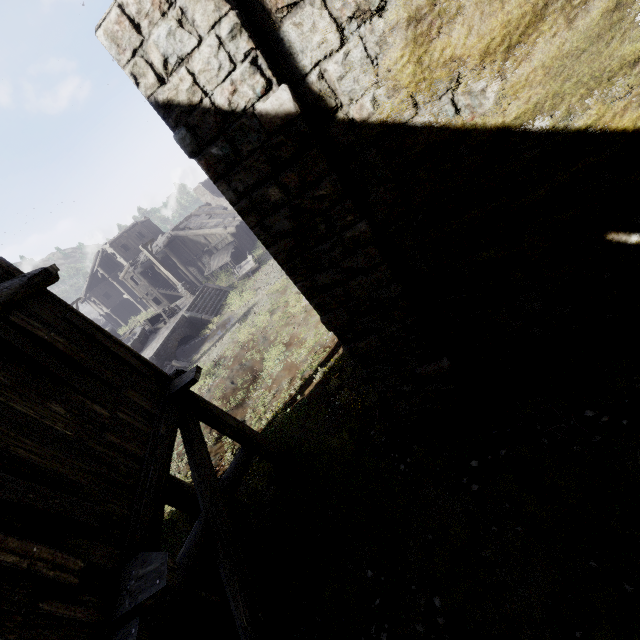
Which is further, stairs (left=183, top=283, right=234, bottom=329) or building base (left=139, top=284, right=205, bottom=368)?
stairs (left=183, top=283, right=234, bottom=329)

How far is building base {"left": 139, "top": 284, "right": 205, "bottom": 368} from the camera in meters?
18.7

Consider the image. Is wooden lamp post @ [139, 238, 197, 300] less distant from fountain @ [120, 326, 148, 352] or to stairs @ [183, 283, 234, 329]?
stairs @ [183, 283, 234, 329]

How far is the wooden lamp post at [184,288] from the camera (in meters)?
22.09

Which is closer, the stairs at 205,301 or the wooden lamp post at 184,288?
the stairs at 205,301

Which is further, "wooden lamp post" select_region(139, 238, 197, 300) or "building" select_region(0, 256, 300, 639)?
"wooden lamp post" select_region(139, 238, 197, 300)

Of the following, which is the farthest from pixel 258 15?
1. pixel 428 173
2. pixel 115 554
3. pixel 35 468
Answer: pixel 115 554

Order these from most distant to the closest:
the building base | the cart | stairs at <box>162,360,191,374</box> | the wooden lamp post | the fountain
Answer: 1. the cart
2. the wooden lamp post
3. the fountain
4. the building base
5. stairs at <box>162,360,191,374</box>
